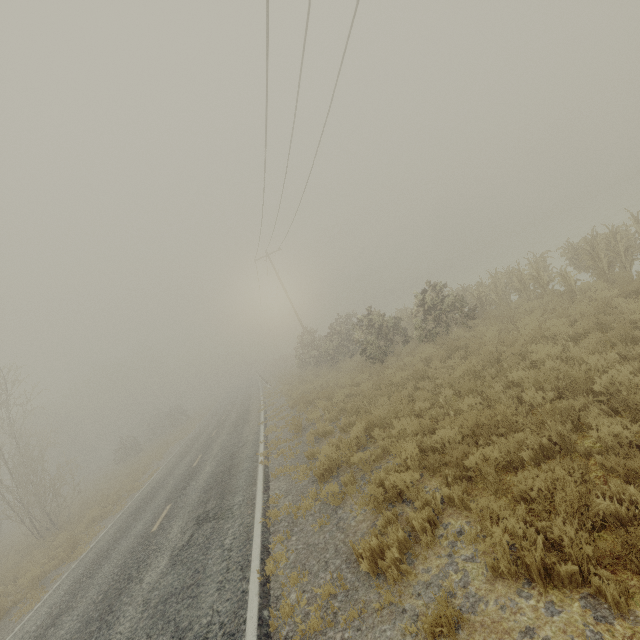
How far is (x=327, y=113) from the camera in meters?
12.3
